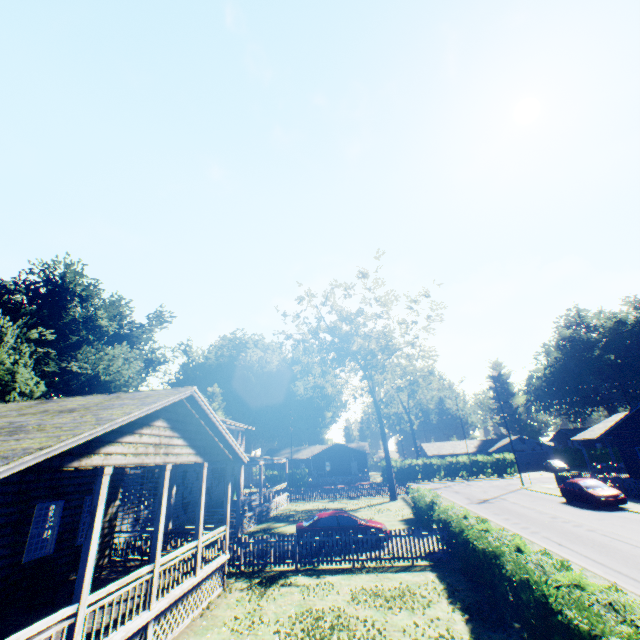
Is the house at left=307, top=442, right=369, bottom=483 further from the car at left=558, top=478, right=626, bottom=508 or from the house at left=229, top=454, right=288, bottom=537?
the car at left=558, top=478, right=626, bottom=508

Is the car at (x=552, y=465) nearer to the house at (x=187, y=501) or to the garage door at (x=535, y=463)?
the garage door at (x=535, y=463)

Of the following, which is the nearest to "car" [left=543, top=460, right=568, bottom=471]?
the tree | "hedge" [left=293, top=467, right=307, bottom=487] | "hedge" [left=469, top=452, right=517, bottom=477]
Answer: "hedge" [left=469, top=452, right=517, bottom=477]

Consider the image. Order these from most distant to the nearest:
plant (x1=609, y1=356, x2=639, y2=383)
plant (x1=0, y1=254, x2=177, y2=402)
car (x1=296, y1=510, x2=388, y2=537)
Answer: plant (x1=609, y1=356, x2=639, y2=383) → plant (x1=0, y1=254, x2=177, y2=402) → car (x1=296, y1=510, x2=388, y2=537)

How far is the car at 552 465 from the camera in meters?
48.2

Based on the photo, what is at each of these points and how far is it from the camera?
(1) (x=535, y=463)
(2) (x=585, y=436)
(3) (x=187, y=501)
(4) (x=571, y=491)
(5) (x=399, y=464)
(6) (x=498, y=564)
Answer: (1) garage door, 56.4 meters
(2) house, 32.1 meters
(3) house, 23.9 meters
(4) car, 24.1 meters
(5) hedge, 50.1 meters
(6) hedge, 10.9 meters

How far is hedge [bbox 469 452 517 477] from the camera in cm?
4803

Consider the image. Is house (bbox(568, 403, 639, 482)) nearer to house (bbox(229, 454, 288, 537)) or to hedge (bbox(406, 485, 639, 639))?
hedge (bbox(406, 485, 639, 639))
